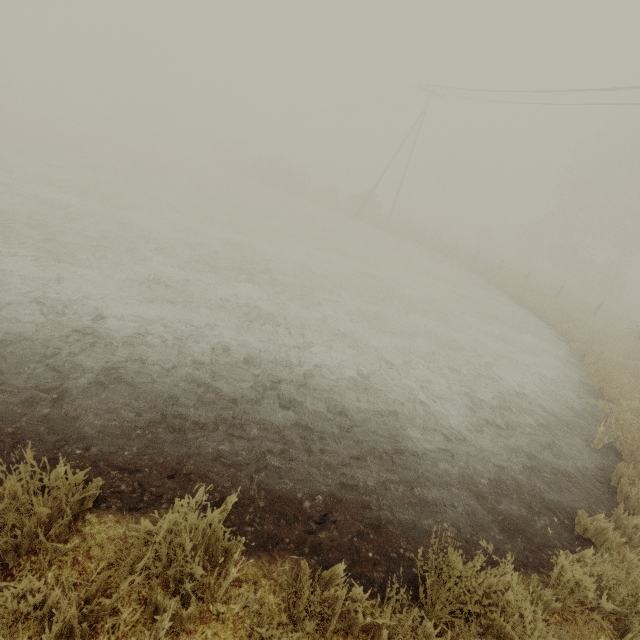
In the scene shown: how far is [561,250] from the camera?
37.3 meters
